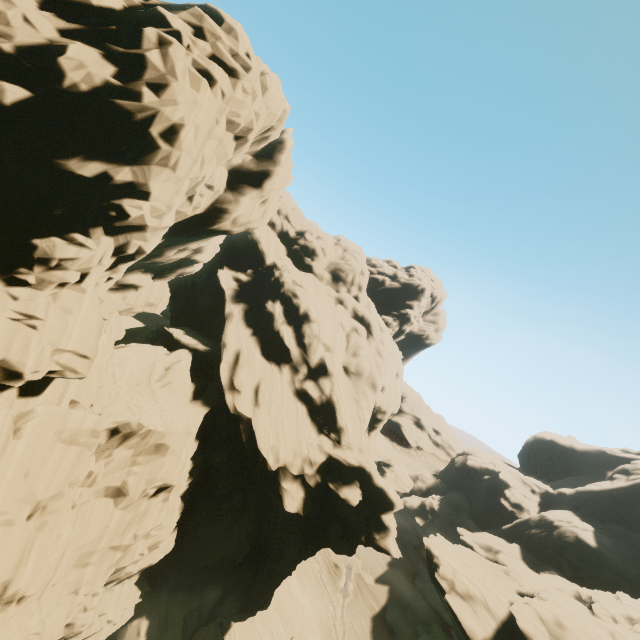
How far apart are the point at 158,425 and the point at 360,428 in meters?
18.5
